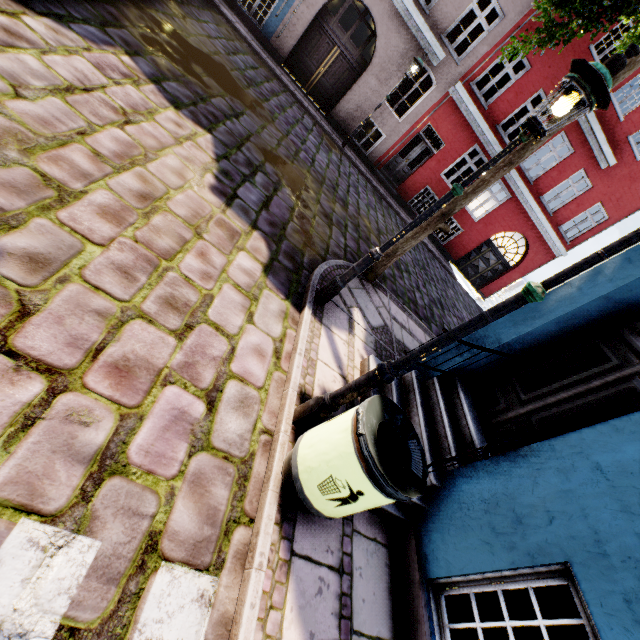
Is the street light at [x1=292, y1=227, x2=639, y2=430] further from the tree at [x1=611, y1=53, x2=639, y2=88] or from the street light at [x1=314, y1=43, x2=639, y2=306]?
the tree at [x1=611, y1=53, x2=639, y2=88]

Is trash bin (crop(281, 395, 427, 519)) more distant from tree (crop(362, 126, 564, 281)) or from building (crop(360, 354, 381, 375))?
tree (crop(362, 126, 564, 281))

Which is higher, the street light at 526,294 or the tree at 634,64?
the tree at 634,64

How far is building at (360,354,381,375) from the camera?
4.4m

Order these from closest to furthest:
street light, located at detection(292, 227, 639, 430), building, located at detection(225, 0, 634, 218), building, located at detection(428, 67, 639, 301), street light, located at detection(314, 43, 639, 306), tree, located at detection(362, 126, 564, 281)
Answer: street light, located at detection(292, 227, 639, 430) < street light, located at detection(314, 43, 639, 306) < tree, located at detection(362, 126, 564, 281) < building, located at detection(225, 0, 634, 218) < building, located at detection(428, 67, 639, 301)

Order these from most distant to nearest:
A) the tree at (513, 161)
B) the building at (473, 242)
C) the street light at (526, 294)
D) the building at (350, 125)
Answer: the building at (473, 242)
the building at (350, 125)
the tree at (513, 161)
the street light at (526, 294)

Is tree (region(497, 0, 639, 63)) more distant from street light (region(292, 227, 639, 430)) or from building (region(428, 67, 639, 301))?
street light (region(292, 227, 639, 430))

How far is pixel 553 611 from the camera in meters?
5.0 m
